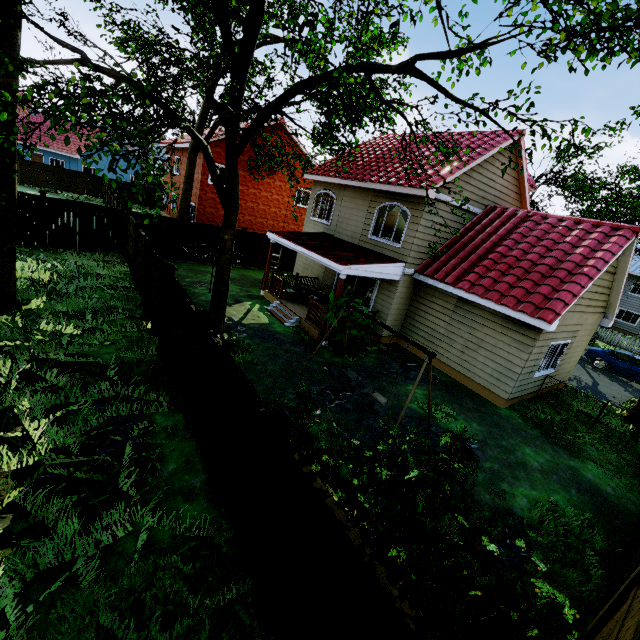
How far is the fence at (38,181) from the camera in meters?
30.1 m

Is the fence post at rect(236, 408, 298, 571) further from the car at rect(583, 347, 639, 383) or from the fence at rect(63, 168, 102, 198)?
the car at rect(583, 347, 639, 383)

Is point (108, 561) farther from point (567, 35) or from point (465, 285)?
point (465, 285)

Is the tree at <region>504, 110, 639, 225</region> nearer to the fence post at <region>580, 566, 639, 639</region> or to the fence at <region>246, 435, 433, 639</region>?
the fence at <region>246, 435, 433, 639</region>

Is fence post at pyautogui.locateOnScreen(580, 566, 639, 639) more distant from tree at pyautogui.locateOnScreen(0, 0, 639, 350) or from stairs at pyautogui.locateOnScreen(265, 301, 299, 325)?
tree at pyautogui.locateOnScreen(0, 0, 639, 350)

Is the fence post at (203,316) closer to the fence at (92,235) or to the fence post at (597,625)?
the fence at (92,235)

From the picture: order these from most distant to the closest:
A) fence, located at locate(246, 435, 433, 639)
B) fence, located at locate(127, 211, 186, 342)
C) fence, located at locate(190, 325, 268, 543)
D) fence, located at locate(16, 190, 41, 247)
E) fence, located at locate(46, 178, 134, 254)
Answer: fence, located at locate(46, 178, 134, 254), fence, located at locate(16, 190, 41, 247), fence, located at locate(127, 211, 186, 342), fence, located at locate(190, 325, 268, 543), fence, located at locate(246, 435, 433, 639)

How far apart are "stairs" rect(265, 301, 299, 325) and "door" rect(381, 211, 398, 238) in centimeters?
612cm
